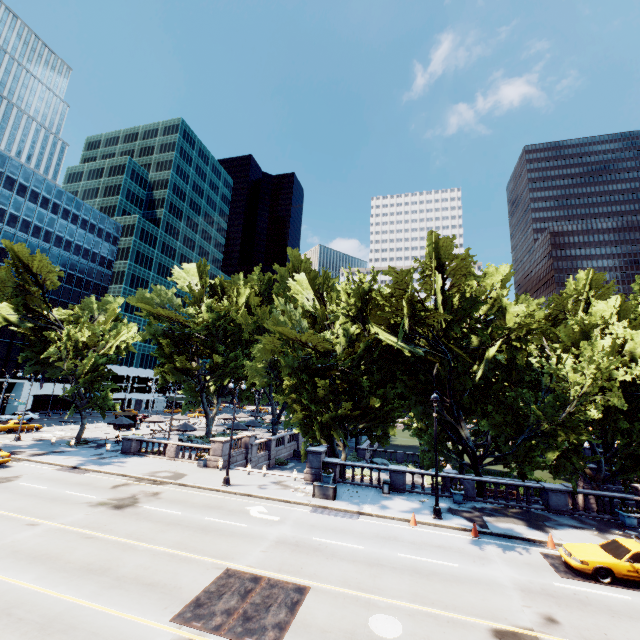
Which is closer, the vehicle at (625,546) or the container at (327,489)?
the vehicle at (625,546)

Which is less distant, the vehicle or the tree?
the vehicle

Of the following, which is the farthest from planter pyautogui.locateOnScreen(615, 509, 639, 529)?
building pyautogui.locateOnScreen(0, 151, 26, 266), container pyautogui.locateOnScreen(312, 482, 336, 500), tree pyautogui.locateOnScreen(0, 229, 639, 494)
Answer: building pyautogui.locateOnScreen(0, 151, 26, 266)

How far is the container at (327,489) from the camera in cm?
2144

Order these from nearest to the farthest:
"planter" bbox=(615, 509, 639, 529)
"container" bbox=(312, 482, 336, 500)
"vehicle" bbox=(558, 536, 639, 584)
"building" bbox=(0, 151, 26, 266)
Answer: "vehicle" bbox=(558, 536, 639, 584) < "planter" bbox=(615, 509, 639, 529) < "container" bbox=(312, 482, 336, 500) < "building" bbox=(0, 151, 26, 266)

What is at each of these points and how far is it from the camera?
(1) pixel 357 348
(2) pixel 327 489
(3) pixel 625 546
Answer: (1) tree, 25.91m
(2) container, 21.59m
(3) vehicle, 13.82m

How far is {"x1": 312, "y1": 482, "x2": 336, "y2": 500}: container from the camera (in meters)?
21.44

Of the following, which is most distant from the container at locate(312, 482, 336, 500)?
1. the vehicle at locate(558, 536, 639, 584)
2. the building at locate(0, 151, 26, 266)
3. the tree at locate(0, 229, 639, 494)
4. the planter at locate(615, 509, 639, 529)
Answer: the building at locate(0, 151, 26, 266)
